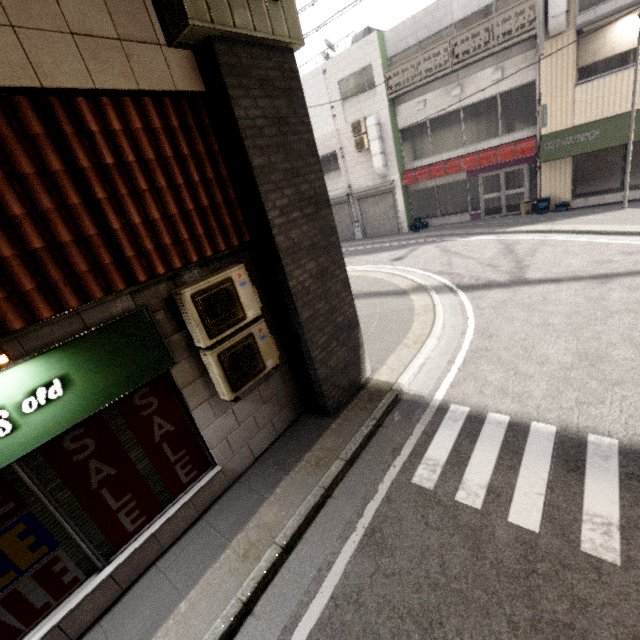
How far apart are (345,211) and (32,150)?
17.81m

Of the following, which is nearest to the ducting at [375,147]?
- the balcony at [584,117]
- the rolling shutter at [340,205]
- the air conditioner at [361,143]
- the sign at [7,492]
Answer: the air conditioner at [361,143]

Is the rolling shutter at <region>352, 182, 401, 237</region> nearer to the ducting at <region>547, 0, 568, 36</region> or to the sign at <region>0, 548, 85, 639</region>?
the ducting at <region>547, 0, 568, 36</region>

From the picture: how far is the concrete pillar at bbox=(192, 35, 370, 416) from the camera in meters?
3.7 m

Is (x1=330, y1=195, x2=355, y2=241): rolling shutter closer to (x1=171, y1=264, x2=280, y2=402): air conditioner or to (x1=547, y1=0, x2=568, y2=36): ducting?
(x1=547, y1=0, x2=568, y2=36): ducting

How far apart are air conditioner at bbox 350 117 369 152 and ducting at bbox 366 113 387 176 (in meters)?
0.04

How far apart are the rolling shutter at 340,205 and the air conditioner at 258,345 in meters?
15.8 m

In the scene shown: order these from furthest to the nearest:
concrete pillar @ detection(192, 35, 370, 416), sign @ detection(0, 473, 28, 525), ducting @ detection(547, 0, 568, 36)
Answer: ducting @ detection(547, 0, 568, 36), concrete pillar @ detection(192, 35, 370, 416), sign @ detection(0, 473, 28, 525)
